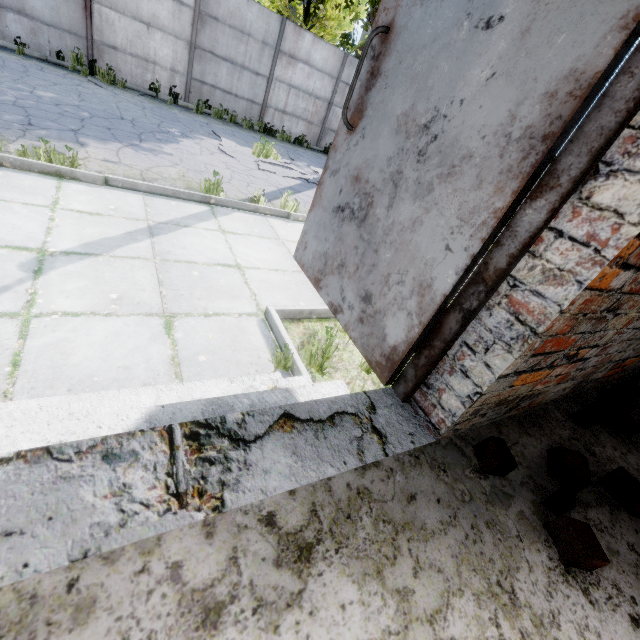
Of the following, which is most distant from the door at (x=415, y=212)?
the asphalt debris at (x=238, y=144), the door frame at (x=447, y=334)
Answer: the asphalt debris at (x=238, y=144)

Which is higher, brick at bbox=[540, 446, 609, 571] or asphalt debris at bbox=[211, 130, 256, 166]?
brick at bbox=[540, 446, 609, 571]

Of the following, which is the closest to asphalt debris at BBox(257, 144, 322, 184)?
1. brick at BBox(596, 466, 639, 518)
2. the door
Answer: the door

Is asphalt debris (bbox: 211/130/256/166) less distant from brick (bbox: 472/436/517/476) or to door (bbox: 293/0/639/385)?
door (bbox: 293/0/639/385)

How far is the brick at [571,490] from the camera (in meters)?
1.09

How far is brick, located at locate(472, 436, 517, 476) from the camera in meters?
1.3

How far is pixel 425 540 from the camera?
1.0 meters

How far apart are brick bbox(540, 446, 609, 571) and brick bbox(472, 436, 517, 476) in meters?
0.2 m
